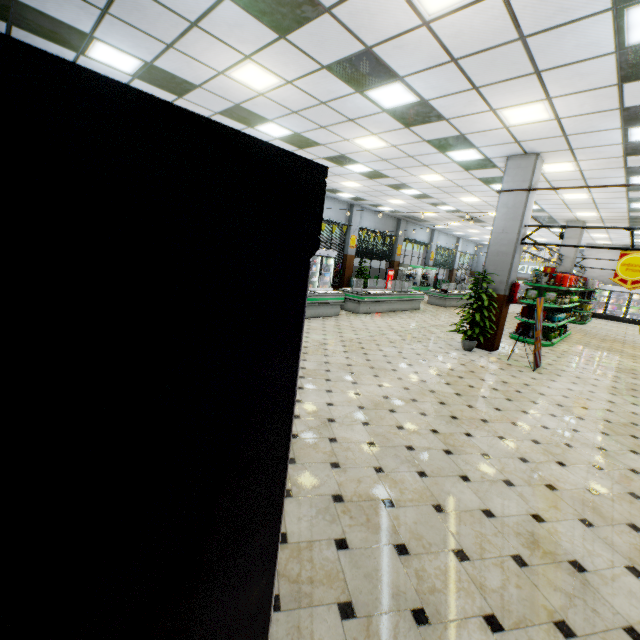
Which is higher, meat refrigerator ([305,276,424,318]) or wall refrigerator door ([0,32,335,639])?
wall refrigerator door ([0,32,335,639])

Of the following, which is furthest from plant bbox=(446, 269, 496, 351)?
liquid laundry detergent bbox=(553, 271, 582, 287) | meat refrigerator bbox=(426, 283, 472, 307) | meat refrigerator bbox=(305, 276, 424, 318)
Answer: meat refrigerator bbox=(426, 283, 472, 307)

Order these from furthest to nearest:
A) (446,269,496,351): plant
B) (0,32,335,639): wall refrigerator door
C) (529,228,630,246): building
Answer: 1. (529,228,630,246): building
2. (446,269,496,351): plant
3. (0,32,335,639): wall refrigerator door

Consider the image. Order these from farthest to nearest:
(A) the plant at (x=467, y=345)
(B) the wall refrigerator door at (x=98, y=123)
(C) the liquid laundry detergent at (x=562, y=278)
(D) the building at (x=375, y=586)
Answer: (C) the liquid laundry detergent at (x=562, y=278), (A) the plant at (x=467, y=345), (D) the building at (x=375, y=586), (B) the wall refrigerator door at (x=98, y=123)

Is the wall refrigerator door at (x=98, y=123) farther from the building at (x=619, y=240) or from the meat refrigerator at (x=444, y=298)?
the meat refrigerator at (x=444, y=298)

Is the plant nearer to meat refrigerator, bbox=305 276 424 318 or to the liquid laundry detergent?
meat refrigerator, bbox=305 276 424 318

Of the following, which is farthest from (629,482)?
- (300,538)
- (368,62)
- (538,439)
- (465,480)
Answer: (368,62)

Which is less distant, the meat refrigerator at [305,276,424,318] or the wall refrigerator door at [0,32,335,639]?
the wall refrigerator door at [0,32,335,639]
